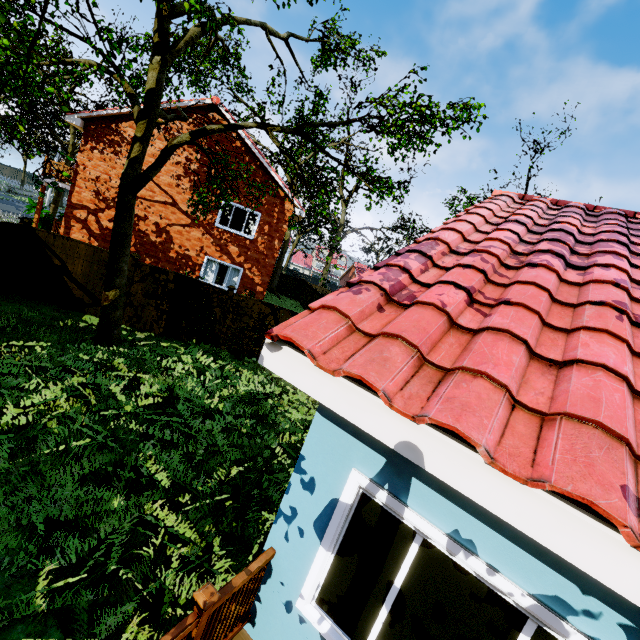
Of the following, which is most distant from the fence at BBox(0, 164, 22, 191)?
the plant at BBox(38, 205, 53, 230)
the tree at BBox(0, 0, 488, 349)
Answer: the plant at BBox(38, 205, 53, 230)

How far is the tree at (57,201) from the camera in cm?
695

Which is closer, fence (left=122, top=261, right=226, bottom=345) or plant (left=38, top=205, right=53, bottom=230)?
fence (left=122, top=261, right=226, bottom=345)

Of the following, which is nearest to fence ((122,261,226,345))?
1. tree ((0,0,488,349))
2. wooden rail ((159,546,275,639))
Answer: tree ((0,0,488,349))

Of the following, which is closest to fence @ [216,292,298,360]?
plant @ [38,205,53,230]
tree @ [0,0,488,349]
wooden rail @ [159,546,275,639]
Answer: tree @ [0,0,488,349]

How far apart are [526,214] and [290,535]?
5.15m

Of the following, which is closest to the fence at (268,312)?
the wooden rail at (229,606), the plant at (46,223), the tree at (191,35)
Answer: the tree at (191,35)

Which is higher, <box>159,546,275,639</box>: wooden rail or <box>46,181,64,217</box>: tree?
<box>46,181,64,217</box>: tree
